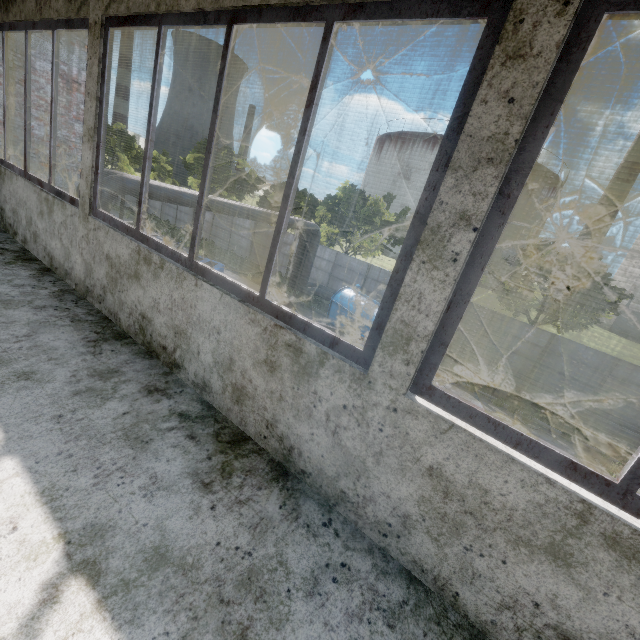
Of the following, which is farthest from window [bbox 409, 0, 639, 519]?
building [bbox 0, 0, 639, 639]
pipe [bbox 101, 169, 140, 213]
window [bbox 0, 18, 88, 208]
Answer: window [bbox 0, 18, 88, 208]

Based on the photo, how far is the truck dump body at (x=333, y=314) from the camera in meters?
15.2

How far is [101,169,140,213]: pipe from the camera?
9.6m

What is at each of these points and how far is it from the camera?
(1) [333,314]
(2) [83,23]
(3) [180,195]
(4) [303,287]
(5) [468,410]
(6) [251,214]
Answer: (1) truck dump body, 17.3m
(2) window, 2.7m
(3) pipe, 11.5m
(4) pipe, 20.5m
(5) window, 1.4m
(6) pipe, 14.4m

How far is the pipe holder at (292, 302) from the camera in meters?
19.2 m

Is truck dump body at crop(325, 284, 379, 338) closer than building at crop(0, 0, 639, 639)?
No

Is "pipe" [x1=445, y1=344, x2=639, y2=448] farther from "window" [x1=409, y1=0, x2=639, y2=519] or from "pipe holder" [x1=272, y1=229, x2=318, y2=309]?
"window" [x1=409, y1=0, x2=639, y2=519]

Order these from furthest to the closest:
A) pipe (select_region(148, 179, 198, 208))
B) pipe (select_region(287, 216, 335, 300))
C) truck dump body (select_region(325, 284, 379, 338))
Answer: pipe (select_region(287, 216, 335, 300)) < truck dump body (select_region(325, 284, 379, 338)) < pipe (select_region(148, 179, 198, 208))
